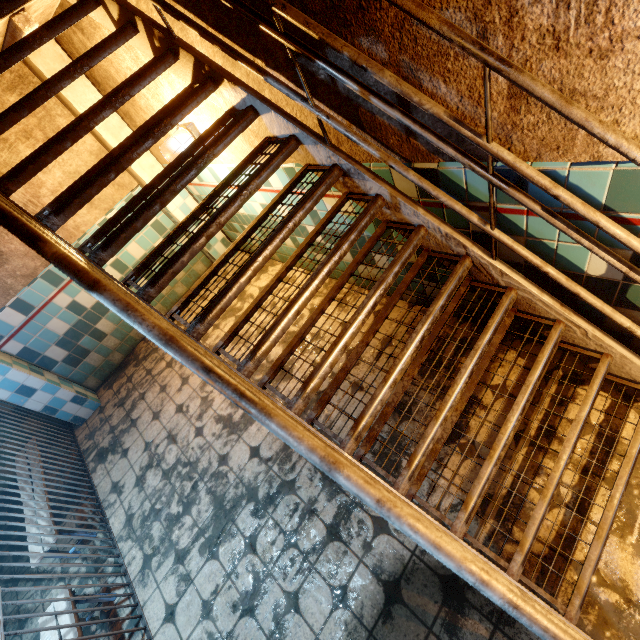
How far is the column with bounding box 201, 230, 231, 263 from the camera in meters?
4.8

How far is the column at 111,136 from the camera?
3.52m

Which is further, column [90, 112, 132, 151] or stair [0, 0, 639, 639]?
column [90, 112, 132, 151]

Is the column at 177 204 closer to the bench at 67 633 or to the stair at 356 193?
the stair at 356 193

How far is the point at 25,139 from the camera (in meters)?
3.38

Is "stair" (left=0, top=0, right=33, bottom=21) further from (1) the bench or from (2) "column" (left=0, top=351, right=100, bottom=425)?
(1) the bench
